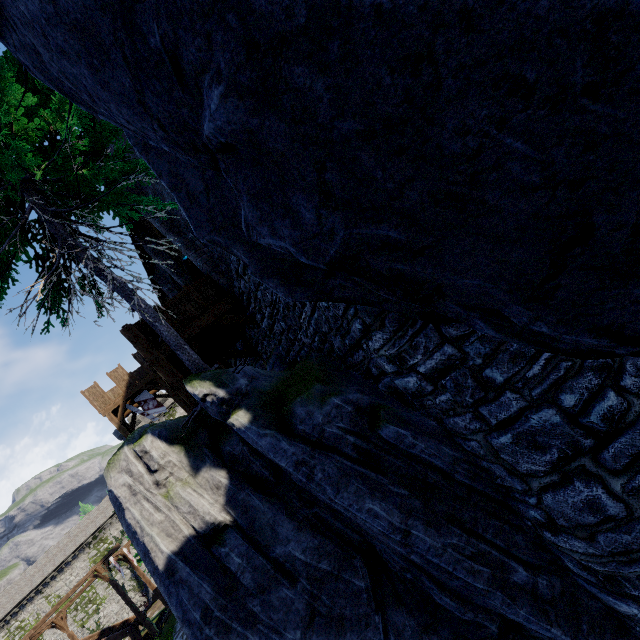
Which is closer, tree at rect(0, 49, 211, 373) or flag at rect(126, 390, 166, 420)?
tree at rect(0, 49, 211, 373)

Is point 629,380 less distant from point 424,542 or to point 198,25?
point 424,542

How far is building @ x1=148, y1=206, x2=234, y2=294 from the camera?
9.53m

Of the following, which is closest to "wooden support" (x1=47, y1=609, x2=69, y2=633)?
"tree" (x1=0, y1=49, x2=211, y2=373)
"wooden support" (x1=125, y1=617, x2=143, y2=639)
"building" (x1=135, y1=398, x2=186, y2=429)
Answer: "wooden support" (x1=125, y1=617, x2=143, y2=639)

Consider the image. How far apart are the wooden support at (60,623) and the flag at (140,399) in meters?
20.8

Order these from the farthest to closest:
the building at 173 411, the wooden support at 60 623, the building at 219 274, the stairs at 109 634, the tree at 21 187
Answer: the building at 173 411, the wooden support at 60 623, the stairs at 109 634, the building at 219 274, the tree at 21 187

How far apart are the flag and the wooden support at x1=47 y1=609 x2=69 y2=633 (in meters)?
20.84
